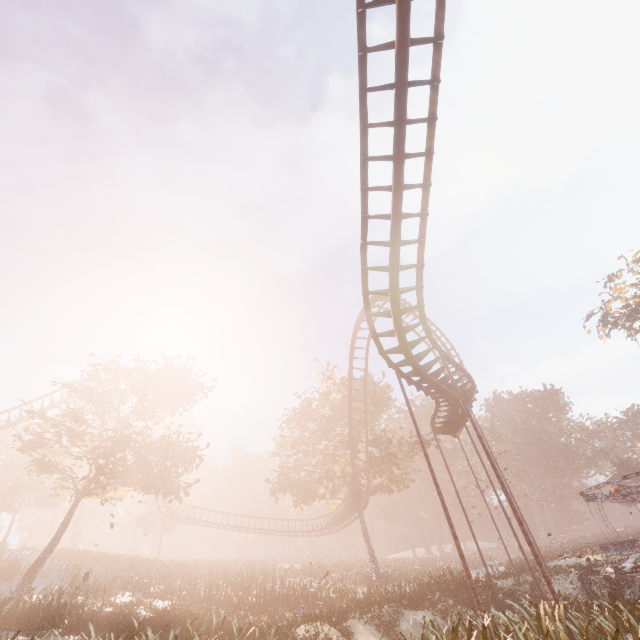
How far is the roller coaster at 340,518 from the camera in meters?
36.3 m

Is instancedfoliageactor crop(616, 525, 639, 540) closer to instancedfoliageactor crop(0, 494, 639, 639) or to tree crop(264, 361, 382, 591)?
tree crop(264, 361, 382, 591)

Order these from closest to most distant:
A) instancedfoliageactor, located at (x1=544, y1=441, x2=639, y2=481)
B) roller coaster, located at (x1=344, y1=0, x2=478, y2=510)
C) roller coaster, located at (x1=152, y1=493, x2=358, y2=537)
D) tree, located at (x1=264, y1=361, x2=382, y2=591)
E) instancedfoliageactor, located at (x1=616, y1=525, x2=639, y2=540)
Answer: roller coaster, located at (x1=344, y1=0, x2=478, y2=510) < tree, located at (x1=264, y1=361, x2=382, y2=591) < instancedfoliageactor, located at (x1=616, y1=525, x2=639, y2=540) < roller coaster, located at (x1=152, y1=493, x2=358, y2=537) < instancedfoliageactor, located at (x1=544, y1=441, x2=639, y2=481)

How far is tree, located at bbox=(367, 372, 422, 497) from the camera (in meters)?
29.50

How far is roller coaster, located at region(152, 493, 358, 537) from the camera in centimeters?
3631cm

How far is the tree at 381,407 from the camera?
29.5 meters

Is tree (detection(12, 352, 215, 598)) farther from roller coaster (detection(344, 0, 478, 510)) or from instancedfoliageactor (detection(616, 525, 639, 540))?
instancedfoliageactor (detection(616, 525, 639, 540))

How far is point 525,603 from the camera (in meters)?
13.53
